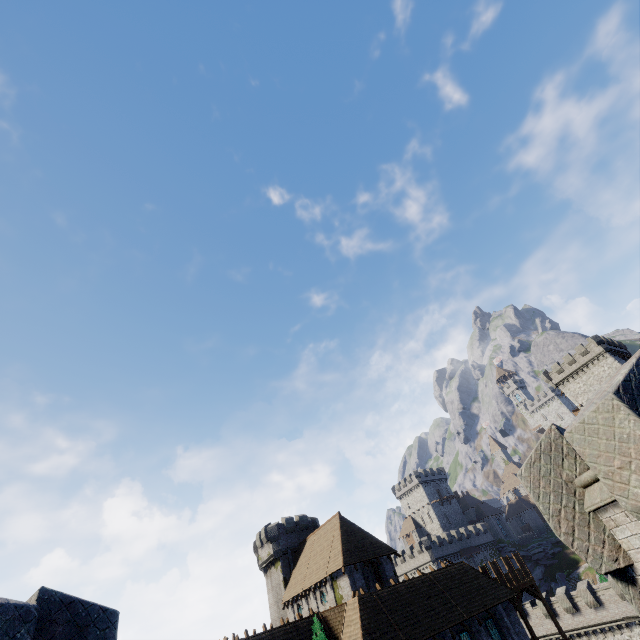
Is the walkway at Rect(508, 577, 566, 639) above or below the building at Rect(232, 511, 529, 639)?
below

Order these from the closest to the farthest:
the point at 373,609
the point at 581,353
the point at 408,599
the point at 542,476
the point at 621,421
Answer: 1. the point at 621,421
2. the point at 542,476
3. the point at 373,609
4. the point at 408,599
5. the point at 581,353

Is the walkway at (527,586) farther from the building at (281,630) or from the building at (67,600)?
the building at (67,600)

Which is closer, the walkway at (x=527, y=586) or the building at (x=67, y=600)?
the building at (x=67, y=600)

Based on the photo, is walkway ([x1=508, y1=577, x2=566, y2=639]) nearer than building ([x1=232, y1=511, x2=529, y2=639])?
No

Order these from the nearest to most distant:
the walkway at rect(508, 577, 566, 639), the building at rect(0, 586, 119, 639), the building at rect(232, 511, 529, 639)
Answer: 1. the building at rect(0, 586, 119, 639)
2. the building at rect(232, 511, 529, 639)
3. the walkway at rect(508, 577, 566, 639)

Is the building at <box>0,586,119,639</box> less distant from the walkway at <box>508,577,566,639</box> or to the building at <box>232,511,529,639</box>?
the building at <box>232,511,529,639</box>
